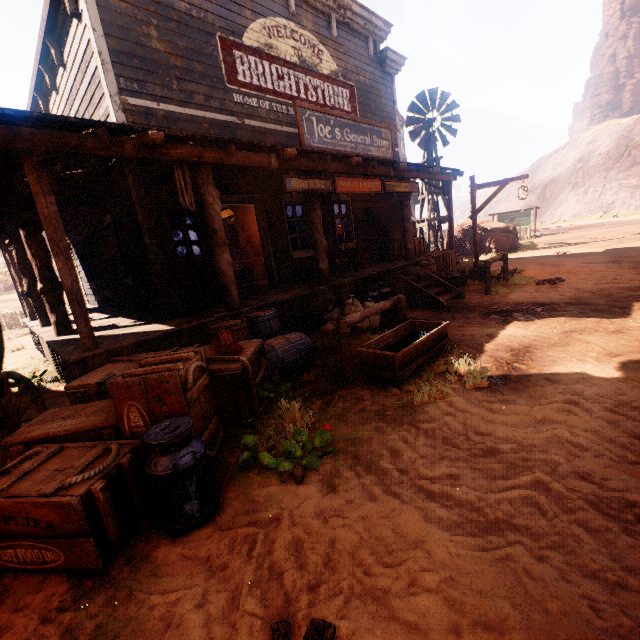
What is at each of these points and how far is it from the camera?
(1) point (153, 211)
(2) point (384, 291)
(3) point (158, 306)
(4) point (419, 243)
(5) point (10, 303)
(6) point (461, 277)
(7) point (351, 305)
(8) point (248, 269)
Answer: (1) bp, 5.6 meters
(2) milk container, 8.1 meters
(3) metal tub, 5.8 meters
(4) wooden box, 11.6 meters
(5) z, 21.3 meters
(6) metal tub, 9.9 meters
(7) burlap sack, 6.8 meters
(8) shop shelf, 11.5 meters

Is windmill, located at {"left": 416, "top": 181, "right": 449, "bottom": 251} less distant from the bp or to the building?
the building

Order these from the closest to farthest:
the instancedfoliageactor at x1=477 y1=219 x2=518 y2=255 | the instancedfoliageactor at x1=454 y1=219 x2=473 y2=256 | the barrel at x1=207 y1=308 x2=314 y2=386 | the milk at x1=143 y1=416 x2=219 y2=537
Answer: the milk at x1=143 y1=416 x2=219 y2=537 < the barrel at x1=207 y1=308 x2=314 y2=386 < the instancedfoliageactor at x1=477 y1=219 x2=518 y2=255 < the instancedfoliageactor at x1=454 y1=219 x2=473 y2=256

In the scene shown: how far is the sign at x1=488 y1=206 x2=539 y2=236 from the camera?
24.55m

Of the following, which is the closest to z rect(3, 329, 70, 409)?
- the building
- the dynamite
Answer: the building

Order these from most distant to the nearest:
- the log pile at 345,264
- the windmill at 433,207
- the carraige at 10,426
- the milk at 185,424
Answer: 1. the windmill at 433,207
2. the log pile at 345,264
3. the carraige at 10,426
4. the milk at 185,424

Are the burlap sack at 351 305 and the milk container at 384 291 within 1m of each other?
yes

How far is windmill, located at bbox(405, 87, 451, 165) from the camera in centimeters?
1548cm
